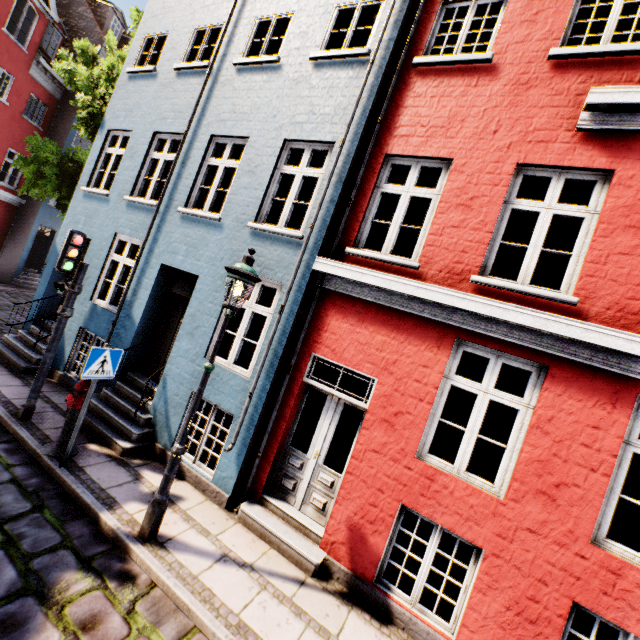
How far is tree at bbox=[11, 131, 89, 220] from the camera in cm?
977

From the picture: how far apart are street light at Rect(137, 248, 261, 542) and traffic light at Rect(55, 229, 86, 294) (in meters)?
3.38

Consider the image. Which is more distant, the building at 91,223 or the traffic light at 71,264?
the traffic light at 71,264

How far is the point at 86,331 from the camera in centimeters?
780cm

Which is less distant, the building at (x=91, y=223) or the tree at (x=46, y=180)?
the building at (x=91, y=223)

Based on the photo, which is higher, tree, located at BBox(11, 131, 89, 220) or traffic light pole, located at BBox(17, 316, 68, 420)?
tree, located at BBox(11, 131, 89, 220)

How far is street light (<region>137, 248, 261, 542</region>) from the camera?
4.1 meters

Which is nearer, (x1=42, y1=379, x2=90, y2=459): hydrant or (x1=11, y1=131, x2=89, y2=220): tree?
(x1=42, y1=379, x2=90, y2=459): hydrant
